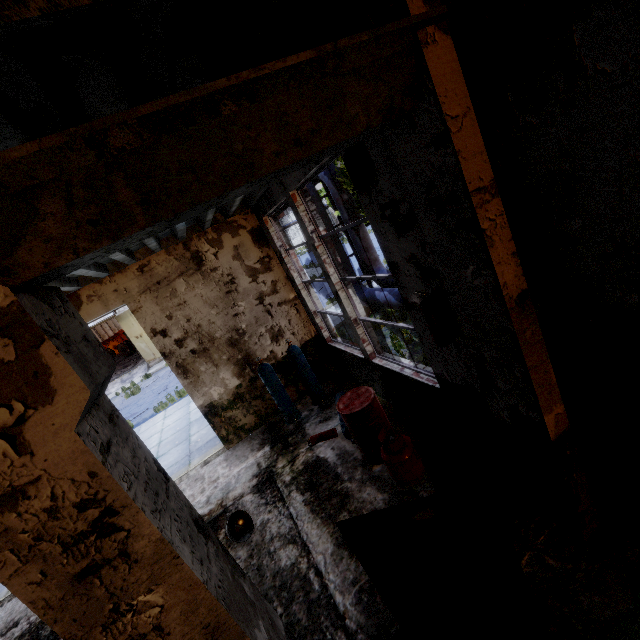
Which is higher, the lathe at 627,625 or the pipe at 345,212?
the pipe at 345,212

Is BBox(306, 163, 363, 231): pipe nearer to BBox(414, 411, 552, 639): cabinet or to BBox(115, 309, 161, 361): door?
BBox(414, 411, 552, 639): cabinet

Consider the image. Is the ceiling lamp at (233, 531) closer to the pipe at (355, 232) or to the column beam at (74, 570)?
the column beam at (74, 570)

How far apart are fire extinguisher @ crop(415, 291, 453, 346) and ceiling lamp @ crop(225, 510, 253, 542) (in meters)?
3.97

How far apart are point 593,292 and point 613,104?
1.0 meters

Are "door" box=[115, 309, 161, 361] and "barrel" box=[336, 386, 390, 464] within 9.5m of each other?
no

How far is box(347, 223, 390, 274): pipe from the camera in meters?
10.2

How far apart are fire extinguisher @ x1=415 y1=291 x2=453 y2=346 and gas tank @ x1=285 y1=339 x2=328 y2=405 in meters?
4.0 m
